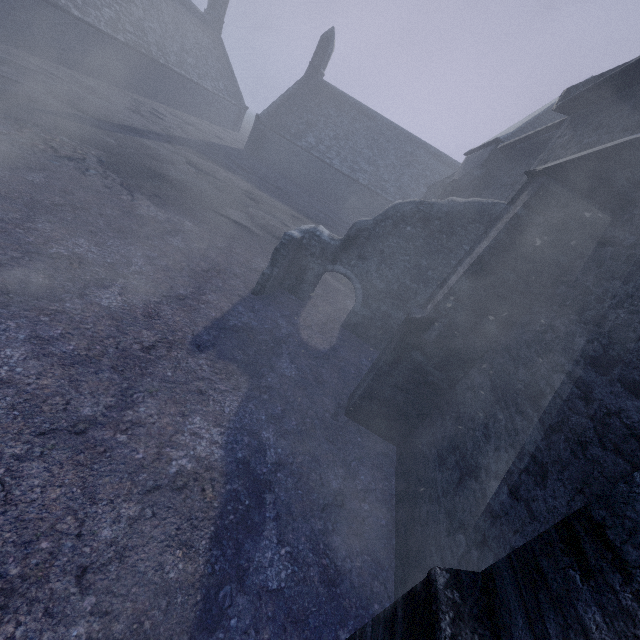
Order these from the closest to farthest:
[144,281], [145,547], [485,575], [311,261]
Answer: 1. [485,575]
2. [145,547]
3. [144,281]
4. [311,261]

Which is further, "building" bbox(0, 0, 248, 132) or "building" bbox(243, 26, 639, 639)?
"building" bbox(0, 0, 248, 132)

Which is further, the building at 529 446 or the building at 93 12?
the building at 93 12
